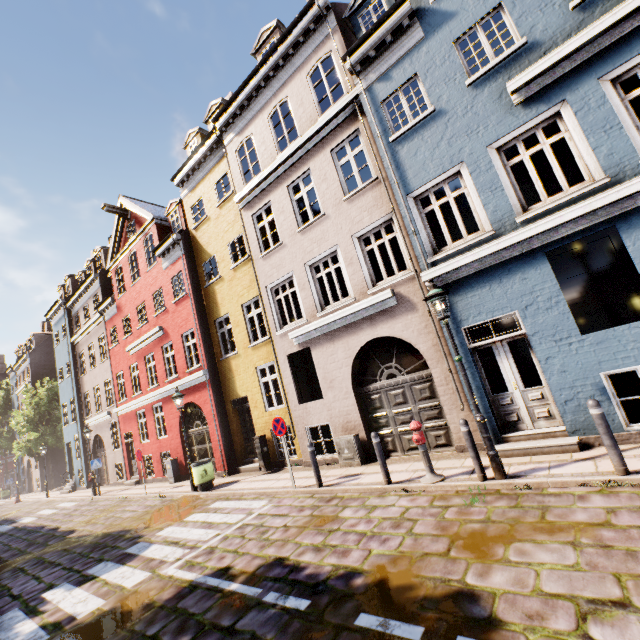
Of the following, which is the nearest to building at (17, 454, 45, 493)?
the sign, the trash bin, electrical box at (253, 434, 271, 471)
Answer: electrical box at (253, 434, 271, 471)

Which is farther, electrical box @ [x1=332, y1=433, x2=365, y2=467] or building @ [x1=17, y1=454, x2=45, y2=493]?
building @ [x1=17, y1=454, x2=45, y2=493]

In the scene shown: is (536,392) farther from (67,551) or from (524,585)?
(67,551)

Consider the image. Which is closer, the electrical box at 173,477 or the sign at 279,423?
the sign at 279,423

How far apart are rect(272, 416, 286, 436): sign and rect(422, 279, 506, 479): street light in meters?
4.8

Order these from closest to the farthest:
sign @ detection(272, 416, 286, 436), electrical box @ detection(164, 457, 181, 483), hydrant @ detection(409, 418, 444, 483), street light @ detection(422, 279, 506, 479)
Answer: street light @ detection(422, 279, 506, 479), hydrant @ detection(409, 418, 444, 483), sign @ detection(272, 416, 286, 436), electrical box @ detection(164, 457, 181, 483)

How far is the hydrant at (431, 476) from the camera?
6.5m

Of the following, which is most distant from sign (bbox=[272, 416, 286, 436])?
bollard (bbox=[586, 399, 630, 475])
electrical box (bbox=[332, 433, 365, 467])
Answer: bollard (bbox=[586, 399, 630, 475])
